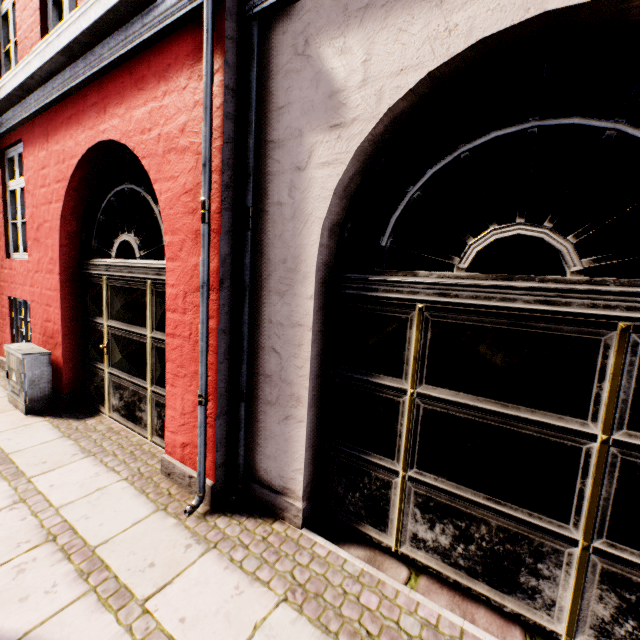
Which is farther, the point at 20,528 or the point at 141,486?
the point at 141,486

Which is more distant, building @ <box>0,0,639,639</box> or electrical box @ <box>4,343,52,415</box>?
electrical box @ <box>4,343,52,415</box>

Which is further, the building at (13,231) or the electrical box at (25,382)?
the electrical box at (25,382)
